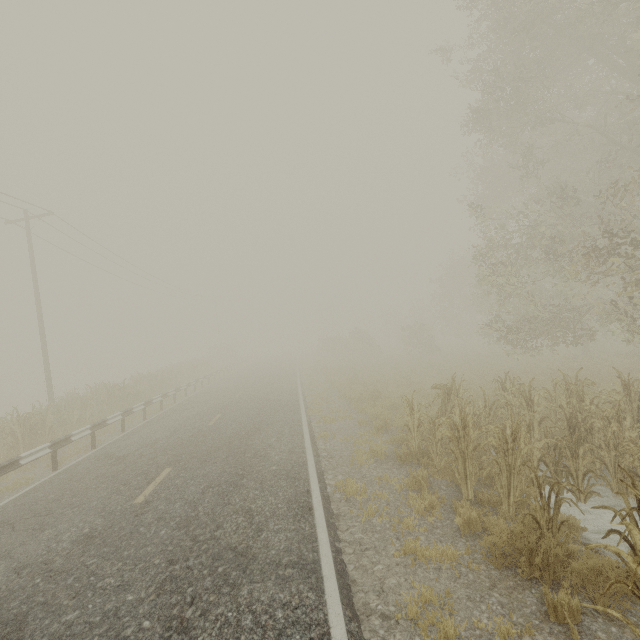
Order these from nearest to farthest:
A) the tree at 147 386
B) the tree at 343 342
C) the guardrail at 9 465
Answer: the guardrail at 9 465
the tree at 147 386
the tree at 343 342

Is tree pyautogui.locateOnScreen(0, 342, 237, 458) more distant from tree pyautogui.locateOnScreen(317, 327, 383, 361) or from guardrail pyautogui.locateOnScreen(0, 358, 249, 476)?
tree pyautogui.locateOnScreen(317, 327, 383, 361)

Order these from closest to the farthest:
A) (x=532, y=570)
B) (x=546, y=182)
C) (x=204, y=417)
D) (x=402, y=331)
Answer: (x=532, y=570) → (x=204, y=417) → (x=546, y=182) → (x=402, y=331)

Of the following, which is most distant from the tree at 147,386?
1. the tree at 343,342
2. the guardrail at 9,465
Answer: the tree at 343,342

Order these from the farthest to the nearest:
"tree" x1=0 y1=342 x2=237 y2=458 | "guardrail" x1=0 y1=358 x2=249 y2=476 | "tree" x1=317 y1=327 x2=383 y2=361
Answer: "tree" x1=317 y1=327 x2=383 y2=361 → "tree" x1=0 y1=342 x2=237 y2=458 → "guardrail" x1=0 y1=358 x2=249 y2=476

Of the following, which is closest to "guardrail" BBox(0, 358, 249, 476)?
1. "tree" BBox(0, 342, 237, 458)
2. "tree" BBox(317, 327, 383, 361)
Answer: "tree" BBox(317, 327, 383, 361)
